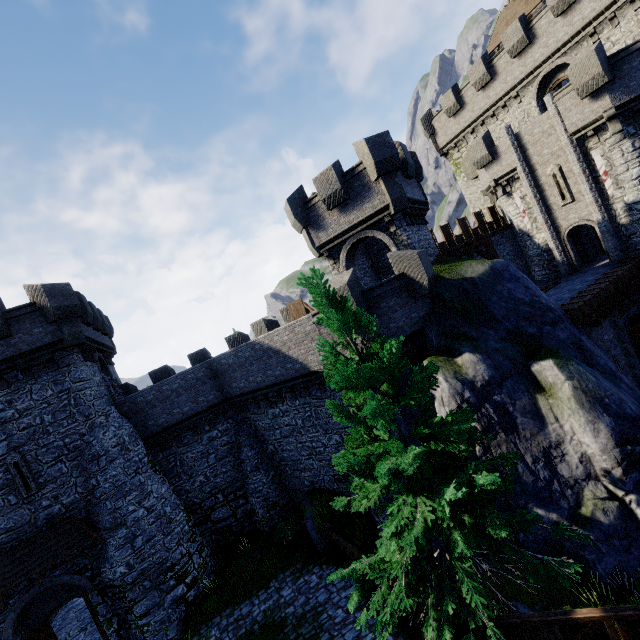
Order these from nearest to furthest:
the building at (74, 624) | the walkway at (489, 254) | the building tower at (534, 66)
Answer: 1. the building at (74, 624)
2. the walkway at (489, 254)
3. the building tower at (534, 66)

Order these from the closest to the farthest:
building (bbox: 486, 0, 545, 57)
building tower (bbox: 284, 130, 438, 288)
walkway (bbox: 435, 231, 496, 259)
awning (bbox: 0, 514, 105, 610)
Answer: awning (bbox: 0, 514, 105, 610) < building tower (bbox: 284, 130, 438, 288) < walkway (bbox: 435, 231, 496, 259) < building (bbox: 486, 0, 545, 57)

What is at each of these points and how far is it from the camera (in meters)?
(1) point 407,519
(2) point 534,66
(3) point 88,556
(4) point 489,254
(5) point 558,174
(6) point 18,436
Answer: (1) tree, 7.68
(2) building tower, 22.75
(3) building, 15.19
(4) walkway, 18.98
(5) window slit, 20.91
(6) building, 14.84

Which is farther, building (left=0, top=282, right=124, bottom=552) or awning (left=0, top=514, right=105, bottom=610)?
building (left=0, top=282, right=124, bottom=552)

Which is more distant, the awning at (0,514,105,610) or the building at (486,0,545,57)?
the building at (486,0,545,57)

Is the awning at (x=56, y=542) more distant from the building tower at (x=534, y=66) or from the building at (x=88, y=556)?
the building tower at (x=534, y=66)

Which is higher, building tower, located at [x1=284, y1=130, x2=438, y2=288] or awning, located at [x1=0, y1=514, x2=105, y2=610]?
building tower, located at [x1=284, y1=130, x2=438, y2=288]

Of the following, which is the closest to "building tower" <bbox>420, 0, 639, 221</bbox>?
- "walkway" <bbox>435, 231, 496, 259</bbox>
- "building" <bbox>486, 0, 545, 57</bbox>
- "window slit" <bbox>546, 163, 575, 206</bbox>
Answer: "building" <bbox>486, 0, 545, 57</bbox>
